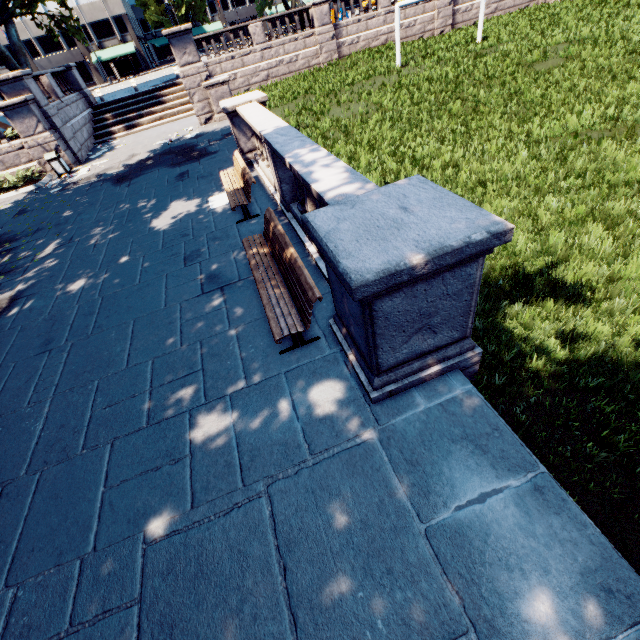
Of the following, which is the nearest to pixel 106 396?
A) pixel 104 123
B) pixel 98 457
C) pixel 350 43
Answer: pixel 98 457

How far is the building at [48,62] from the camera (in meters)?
46.78

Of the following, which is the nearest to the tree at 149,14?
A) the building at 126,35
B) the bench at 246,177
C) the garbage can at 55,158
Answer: the building at 126,35

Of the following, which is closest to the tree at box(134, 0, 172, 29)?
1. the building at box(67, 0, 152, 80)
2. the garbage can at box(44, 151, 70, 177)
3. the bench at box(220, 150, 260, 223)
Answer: the building at box(67, 0, 152, 80)

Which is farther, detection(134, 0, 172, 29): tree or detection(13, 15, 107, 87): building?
detection(134, 0, 172, 29): tree

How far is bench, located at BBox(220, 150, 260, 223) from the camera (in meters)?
7.48

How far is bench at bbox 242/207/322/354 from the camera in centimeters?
412cm

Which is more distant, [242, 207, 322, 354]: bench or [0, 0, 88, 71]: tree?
[0, 0, 88, 71]: tree
